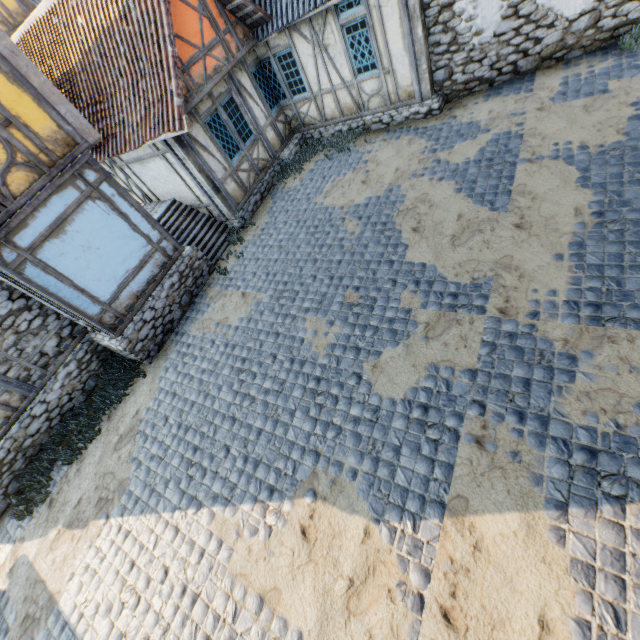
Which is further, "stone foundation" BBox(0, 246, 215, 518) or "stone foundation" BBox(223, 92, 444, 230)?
"stone foundation" BBox(223, 92, 444, 230)

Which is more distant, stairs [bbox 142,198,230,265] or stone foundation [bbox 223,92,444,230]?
stairs [bbox 142,198,230,265]

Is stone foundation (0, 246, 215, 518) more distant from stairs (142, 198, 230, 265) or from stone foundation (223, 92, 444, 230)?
stone foundation (223, 92, 444, 230)

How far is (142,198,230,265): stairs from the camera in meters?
10.0

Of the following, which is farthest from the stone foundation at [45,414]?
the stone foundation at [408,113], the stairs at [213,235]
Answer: the stone foundation at [408,113]

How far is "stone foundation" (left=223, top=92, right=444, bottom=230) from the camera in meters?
9.5 m

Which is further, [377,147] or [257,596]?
[377,147]
